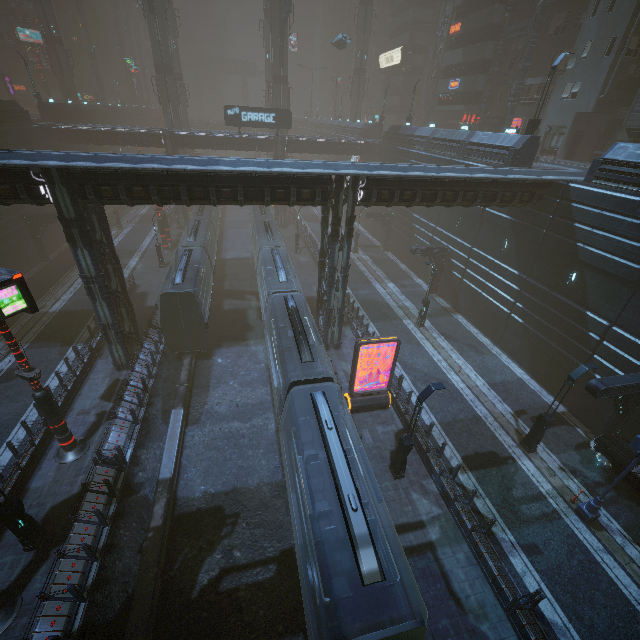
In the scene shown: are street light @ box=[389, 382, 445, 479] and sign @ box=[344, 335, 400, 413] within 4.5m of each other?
yes

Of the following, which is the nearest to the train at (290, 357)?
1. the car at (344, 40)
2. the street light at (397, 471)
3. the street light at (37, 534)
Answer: the street light at (397, 471)

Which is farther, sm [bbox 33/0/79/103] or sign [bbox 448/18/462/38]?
sm [bbox 33/0/79/103]

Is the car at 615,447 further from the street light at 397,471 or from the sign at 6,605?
the sign at 6,605

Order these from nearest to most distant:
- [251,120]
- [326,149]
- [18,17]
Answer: [251,120] → [326,149] → [18,17]

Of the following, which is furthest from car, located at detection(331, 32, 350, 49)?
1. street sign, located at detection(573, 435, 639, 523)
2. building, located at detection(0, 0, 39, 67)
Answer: street sign, located at detection(573, 435, 639, 523)

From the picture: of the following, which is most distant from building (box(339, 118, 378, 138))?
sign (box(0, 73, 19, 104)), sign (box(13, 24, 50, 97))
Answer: sign (box(0, 73, 19, 104))

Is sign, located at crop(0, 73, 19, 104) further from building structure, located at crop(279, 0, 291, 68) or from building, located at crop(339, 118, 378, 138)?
building structure, located at crop(279, 0, 291, 68)
